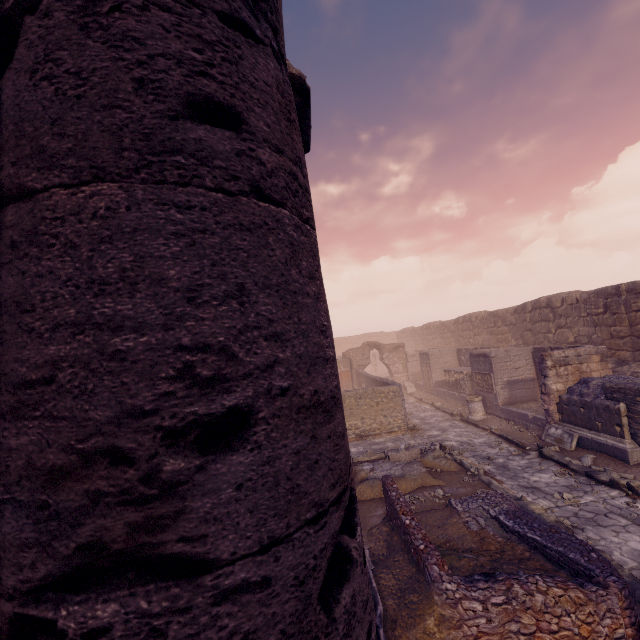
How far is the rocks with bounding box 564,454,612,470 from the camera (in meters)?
8.12

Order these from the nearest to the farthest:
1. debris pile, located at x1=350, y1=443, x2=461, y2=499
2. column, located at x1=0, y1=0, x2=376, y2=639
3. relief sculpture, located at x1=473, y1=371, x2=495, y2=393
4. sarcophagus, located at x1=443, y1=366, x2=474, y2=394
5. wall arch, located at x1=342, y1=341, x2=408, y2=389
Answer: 1. column, located at x1=0, y1=0, x2=376, y2=639
2. debris pile, located at x1=350, y1=443, x2=461, y2=499
3. relief sculpture, located at x1=473, y1=371, x2=495, y2=393
4. sarcophagus, located at x1=443, y1=366, x2=474, y2=394
5. wall arch, located at x1=342, y1=341, x2=408, y2=389

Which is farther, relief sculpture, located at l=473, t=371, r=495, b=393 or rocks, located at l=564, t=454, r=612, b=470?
relief sculpture, located at l=473, t=371, r=495, b=393

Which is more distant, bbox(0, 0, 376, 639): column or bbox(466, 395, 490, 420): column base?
bbox(466, 395, 490, 420): column base

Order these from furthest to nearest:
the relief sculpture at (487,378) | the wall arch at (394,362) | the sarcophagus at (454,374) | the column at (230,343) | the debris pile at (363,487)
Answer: the wall arch at (394,362) < the sarcophagus at (454,374) < the relief sculpture at (487,378) < the debris pile at (363,487) < the column at (230,343)

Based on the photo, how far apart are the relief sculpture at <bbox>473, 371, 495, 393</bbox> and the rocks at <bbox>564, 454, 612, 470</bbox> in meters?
4.9

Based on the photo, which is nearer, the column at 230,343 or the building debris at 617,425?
the column at 230,343

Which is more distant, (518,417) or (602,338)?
(602,338)
